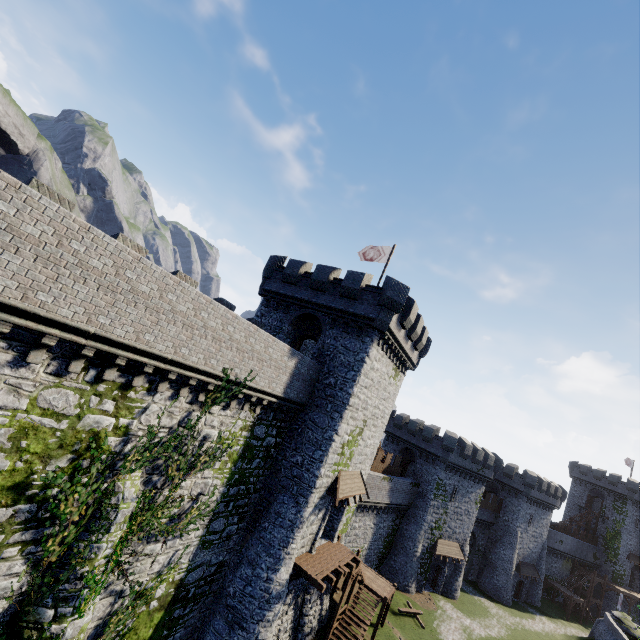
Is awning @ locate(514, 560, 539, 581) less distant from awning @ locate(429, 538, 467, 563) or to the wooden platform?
awning @ locate(429, 538, 467, 563)

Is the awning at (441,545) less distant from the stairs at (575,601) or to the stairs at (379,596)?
the stairs at (379,596)

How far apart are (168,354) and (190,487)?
7.02m

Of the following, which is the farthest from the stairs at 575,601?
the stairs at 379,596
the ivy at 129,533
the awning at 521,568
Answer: the ivy at 129,533

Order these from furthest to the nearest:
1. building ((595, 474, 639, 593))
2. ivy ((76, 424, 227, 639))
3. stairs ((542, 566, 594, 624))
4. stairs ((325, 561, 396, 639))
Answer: building ((595, 474, 639, 593)) < stairs ((542, 566, 594, 624)) < stairs ((325, 561, 396, 639)) < ivy ((76, 424, 227, 639))

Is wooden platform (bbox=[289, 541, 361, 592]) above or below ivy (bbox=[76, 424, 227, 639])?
below

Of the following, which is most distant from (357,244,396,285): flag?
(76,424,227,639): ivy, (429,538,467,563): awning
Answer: (429,538,467,563): awning

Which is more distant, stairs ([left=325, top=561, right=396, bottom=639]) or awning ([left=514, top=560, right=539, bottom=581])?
awning ([left=514, top=560, right=539, bottom=581])
